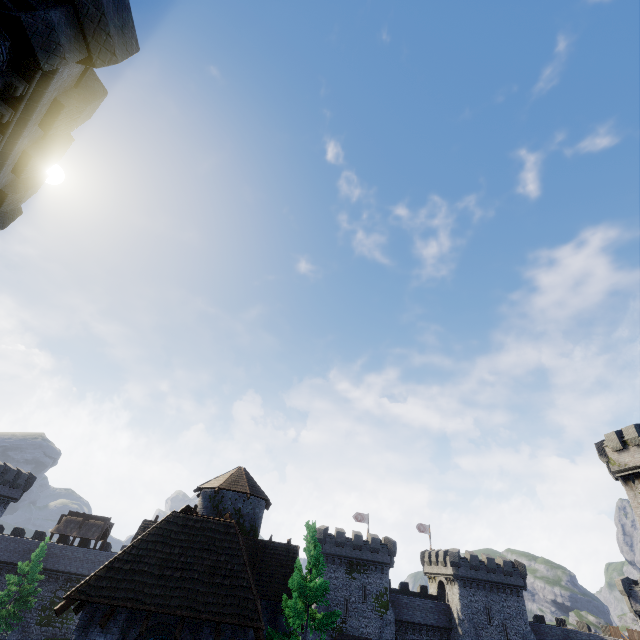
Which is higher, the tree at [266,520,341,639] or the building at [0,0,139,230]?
the building at [0,0,139,230]

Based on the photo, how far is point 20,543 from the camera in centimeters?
4203cm

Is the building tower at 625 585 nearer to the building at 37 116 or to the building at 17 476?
the building at 37 116

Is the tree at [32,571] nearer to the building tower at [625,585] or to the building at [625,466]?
the building at [625,466]

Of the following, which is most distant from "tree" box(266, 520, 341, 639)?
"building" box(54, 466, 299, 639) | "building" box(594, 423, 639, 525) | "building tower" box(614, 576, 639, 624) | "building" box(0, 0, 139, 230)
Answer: "building tower" box(614, 576, 639, 624)

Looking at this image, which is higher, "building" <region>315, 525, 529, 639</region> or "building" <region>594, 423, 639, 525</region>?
"building" <region>594, 423, 639, 525</region>

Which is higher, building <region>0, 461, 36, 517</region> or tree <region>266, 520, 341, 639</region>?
building <region>0, 461, 36, 517</region>

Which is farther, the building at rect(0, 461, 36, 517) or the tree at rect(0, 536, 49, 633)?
the building at rect(0, 461, 36, 517)
